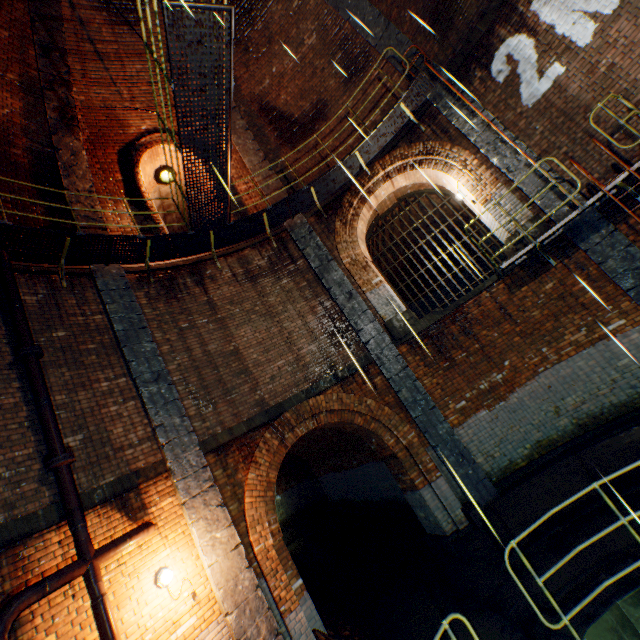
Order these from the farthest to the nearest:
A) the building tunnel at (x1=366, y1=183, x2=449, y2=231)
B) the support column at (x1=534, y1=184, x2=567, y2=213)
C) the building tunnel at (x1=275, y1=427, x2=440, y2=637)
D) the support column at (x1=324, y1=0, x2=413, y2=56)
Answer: the building tunnel at (x1=366, y1=183, x2=449, y2=231), the support column at (x1=324, y1=0, x2=413, y2=56), the building tunnel at (x1=275, y1=427, x2=440, y2=637), the support column at (x1=534, y1=184, x2=567, y2=213)

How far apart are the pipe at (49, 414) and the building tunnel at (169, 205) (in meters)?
6.93

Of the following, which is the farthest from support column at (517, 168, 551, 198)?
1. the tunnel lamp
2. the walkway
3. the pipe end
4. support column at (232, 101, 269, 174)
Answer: the tunnel lamp

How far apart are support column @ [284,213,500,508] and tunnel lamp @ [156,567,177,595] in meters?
5.6

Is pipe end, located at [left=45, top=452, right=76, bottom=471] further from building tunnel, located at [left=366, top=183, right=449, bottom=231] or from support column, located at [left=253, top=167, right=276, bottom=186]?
building tunnel, located at [left=366, top=183, right=449, bottom=231]

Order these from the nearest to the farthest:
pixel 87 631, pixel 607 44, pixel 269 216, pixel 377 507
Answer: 1. pixel 87 631
2. pixel 607 44
3. pixel 269 216
4. pixel 377 507

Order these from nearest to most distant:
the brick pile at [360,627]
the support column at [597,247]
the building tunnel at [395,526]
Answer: the brick pile at [360,627] < the support column at [597,247] < the building tunnel at [395,526]

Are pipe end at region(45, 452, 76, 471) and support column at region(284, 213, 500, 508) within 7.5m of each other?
yes
